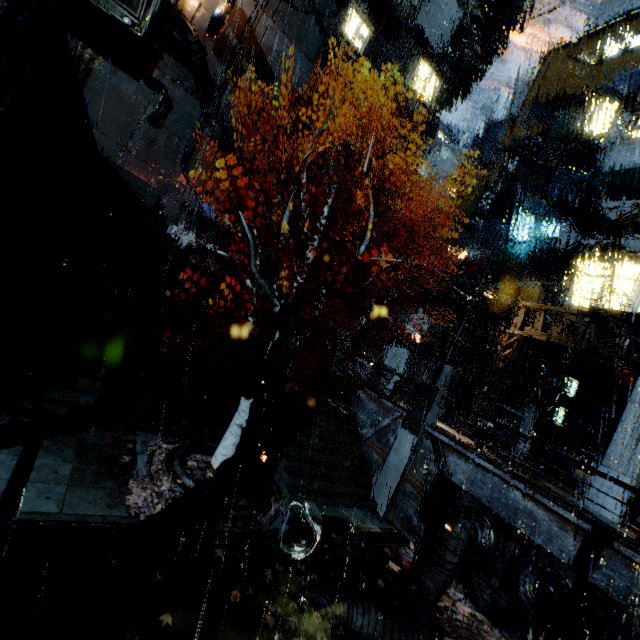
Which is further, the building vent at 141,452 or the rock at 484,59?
the rock at 484,59

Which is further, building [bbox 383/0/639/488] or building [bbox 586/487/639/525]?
building [bbox 383/0/639/488]

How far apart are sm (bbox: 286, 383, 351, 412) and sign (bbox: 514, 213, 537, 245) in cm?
1795

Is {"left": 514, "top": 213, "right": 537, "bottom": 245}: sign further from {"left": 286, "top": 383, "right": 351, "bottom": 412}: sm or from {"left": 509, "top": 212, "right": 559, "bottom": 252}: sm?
{"left": 286, "top": 383, "right": 351, "bottom": 412}: sm

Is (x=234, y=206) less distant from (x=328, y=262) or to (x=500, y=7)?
(x=328, y=262)

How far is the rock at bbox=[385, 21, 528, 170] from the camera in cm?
4601

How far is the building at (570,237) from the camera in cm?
2018

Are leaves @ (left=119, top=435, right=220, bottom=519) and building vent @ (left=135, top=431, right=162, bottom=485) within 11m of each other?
yes
